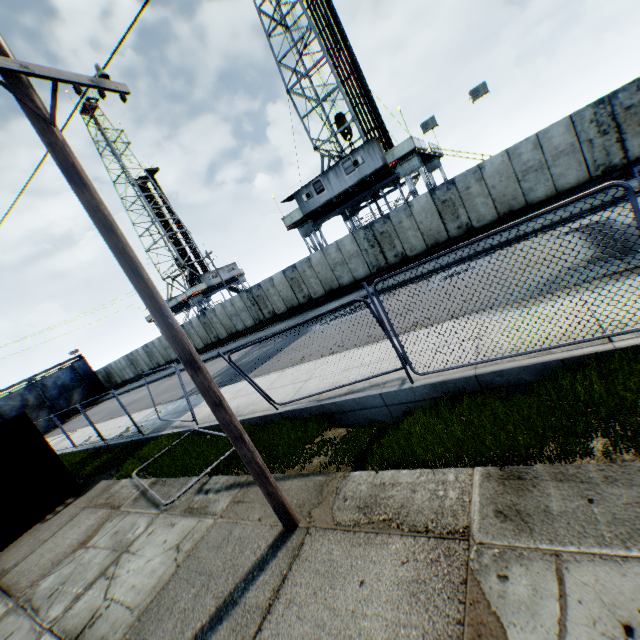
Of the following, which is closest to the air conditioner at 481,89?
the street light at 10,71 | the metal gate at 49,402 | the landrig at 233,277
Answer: the street light at 10,71

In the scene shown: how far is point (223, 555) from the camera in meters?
4.4 m

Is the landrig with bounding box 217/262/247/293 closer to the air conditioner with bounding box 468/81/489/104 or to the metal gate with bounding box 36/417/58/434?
the metal gate with bounding box 36/417/58/434

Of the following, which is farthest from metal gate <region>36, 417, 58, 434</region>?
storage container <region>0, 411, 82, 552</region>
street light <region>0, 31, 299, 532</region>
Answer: street light <region>0, 31, 299, 532</region>

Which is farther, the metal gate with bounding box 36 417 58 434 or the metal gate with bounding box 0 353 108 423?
the metal gate with bounding box 36 417 58 434

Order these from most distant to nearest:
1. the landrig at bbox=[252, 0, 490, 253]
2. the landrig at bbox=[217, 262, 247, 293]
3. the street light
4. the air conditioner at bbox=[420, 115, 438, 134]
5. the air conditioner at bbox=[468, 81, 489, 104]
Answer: the landrig at bbox=[217, 262, 247, 293], the landrig at bbox=[252, 0, 490, 253], the air conditioner at bbox=[420, 115, 438, 134], the air conditioner at bbox=[468, 81, 489, 104], the street light

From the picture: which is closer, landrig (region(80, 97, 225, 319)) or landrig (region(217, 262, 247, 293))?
landrig (region(80, 97, 225, 319))

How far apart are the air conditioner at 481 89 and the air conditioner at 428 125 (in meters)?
1.80
